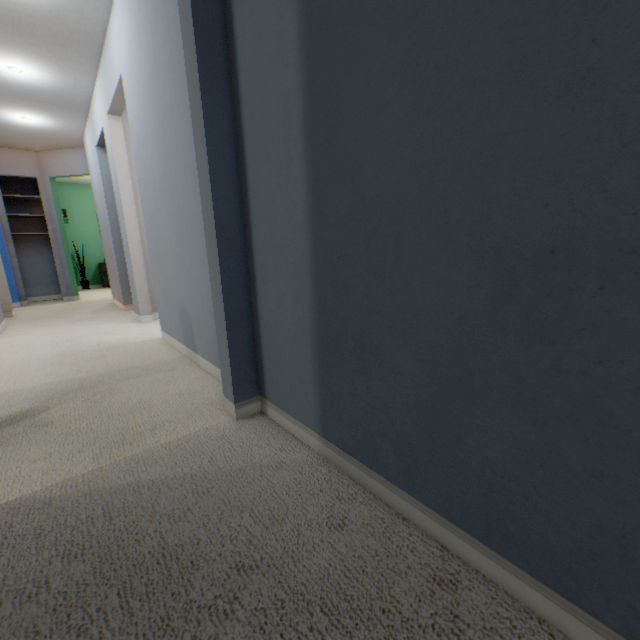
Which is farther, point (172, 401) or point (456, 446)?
point (172, 401)
